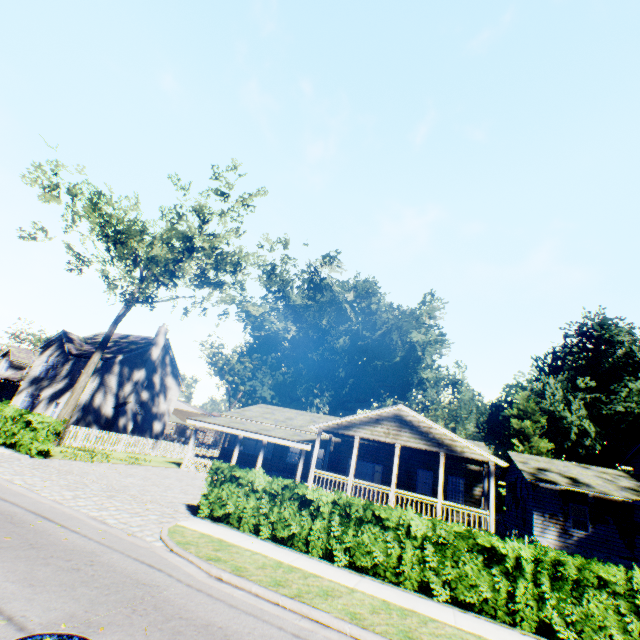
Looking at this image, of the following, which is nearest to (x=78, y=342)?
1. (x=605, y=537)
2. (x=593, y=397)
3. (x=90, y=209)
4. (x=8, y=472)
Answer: (x=90, y=209)

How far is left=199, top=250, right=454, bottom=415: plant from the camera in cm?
5138

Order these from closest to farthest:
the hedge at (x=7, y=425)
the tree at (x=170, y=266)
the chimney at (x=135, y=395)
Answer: the hedge at (x=7, y=425) → the tree at (x=170, y=266) → the chimney at (x=135, y=395)

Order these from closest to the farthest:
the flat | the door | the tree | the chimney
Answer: the flat
the tree
the door
the chimney

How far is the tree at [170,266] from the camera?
20.59m

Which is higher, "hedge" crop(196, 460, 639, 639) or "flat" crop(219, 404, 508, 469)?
"flat" crop(219, 404, 508, 469)

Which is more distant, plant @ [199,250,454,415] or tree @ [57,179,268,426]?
plant @ [199,250,454,415]

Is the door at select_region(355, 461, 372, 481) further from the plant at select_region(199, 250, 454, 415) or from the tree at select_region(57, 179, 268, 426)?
the plant at select_region(199, 250, 454, 415)
